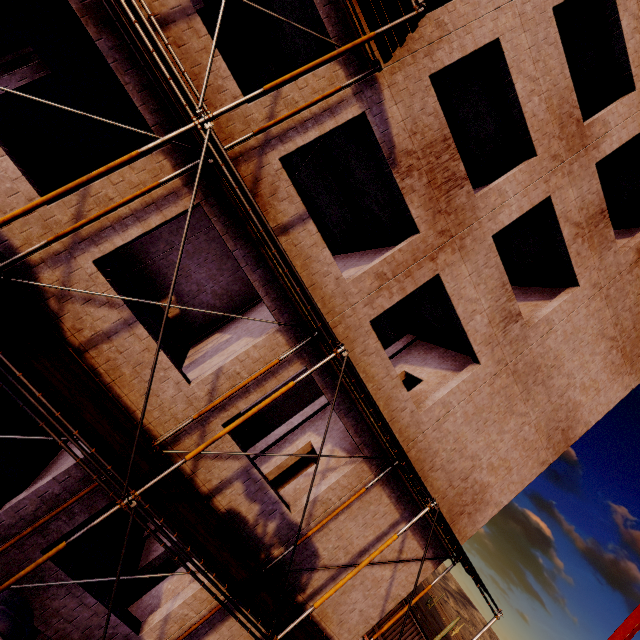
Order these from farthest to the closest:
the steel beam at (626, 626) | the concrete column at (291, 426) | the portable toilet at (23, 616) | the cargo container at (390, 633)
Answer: the cargo container at (390, 633) → the steel beam at (626, 626) → the concrete column at (291, 426) → the portable toilet at (23, 616)

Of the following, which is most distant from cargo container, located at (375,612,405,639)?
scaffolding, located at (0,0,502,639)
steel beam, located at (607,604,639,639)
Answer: scaffolding, located at (0,0,502,639)

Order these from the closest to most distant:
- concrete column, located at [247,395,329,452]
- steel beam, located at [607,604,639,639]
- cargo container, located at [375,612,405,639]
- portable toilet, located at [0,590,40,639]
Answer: portable toilet, located at [0,590,40,639], concrete column, located at [247,395,329,452], steel beam, located at [607,604,639,639], cargo container, located at [375,612,405,639]

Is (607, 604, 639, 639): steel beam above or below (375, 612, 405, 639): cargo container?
above

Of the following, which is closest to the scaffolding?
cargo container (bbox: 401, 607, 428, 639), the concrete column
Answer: the concrete column

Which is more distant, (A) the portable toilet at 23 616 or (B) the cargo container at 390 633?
(B) the cargo container at 390 633

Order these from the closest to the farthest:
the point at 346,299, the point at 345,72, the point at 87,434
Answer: the point at 87,434
the point at 345,72
the point at 346,299

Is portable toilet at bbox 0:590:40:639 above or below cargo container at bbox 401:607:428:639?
below
